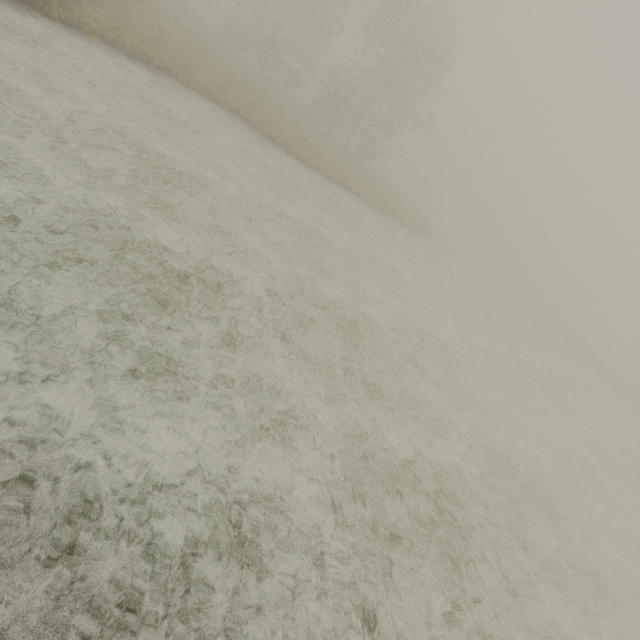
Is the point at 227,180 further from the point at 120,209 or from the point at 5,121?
the point at 5,121
